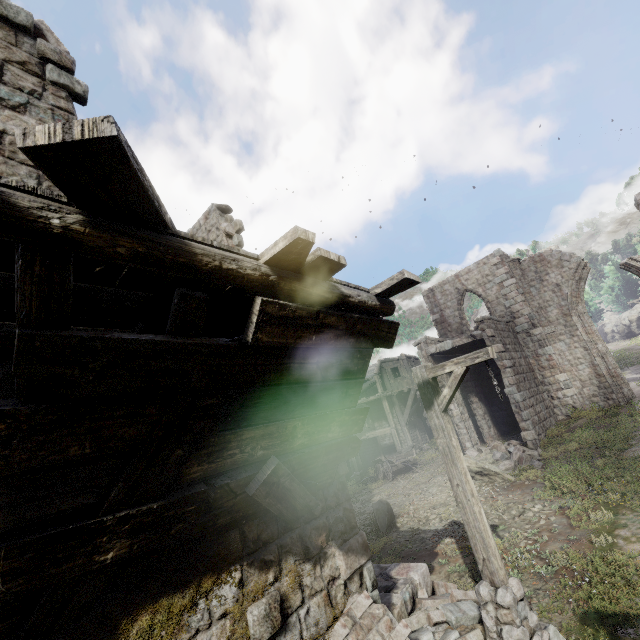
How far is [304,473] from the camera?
4.49m

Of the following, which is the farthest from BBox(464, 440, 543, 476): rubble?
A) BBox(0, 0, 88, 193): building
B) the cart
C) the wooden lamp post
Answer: the wooden lamp post

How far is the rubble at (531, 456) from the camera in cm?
1288

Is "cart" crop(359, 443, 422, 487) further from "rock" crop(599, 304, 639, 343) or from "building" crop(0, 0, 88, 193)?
"rock" crop(599, 304, 639, 343)

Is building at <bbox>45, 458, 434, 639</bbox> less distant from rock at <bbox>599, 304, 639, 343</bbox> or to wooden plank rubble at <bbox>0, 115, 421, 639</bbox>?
wooden plank rubble at <bbox>0, 115, 421, 639</bbox>

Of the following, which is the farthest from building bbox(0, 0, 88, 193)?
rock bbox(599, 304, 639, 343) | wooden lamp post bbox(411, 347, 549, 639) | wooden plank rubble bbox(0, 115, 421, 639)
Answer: rock bbox(599, 304, 639, 343)

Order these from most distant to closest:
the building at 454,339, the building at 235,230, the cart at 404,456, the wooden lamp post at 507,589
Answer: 1. the cart at 404,456
2. the building at 454,339
3. the building at 235,230
4. the wooden lamp post at 507,589

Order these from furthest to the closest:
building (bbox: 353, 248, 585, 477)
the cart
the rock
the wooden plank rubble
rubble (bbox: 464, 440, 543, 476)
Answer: the rock, the cart, building (bbox: 353, 248, 585, 477), rubble (bbox: 464, 440, 543, 476), the wooden plank rubble
